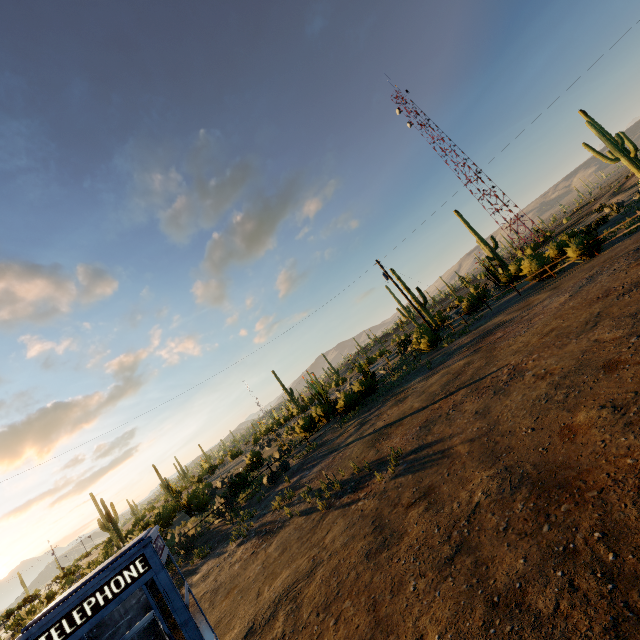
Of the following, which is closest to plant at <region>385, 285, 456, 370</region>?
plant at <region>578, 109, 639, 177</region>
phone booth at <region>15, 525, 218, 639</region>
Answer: plant at <region>578, 109, 639, 177</region>

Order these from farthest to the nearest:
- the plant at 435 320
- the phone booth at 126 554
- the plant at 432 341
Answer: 1. the plant at 435 320
2. the plant at 432 341
3. the phone booth at 126 554

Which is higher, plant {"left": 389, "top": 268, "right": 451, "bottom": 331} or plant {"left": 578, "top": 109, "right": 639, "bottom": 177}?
plant {"left": 578, "top": 109, "right": 639, "bottom": 177}

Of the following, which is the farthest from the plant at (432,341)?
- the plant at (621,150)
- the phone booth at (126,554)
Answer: the phone booth at (126,554)

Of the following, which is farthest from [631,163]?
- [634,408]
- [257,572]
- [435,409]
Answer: [257,572]
